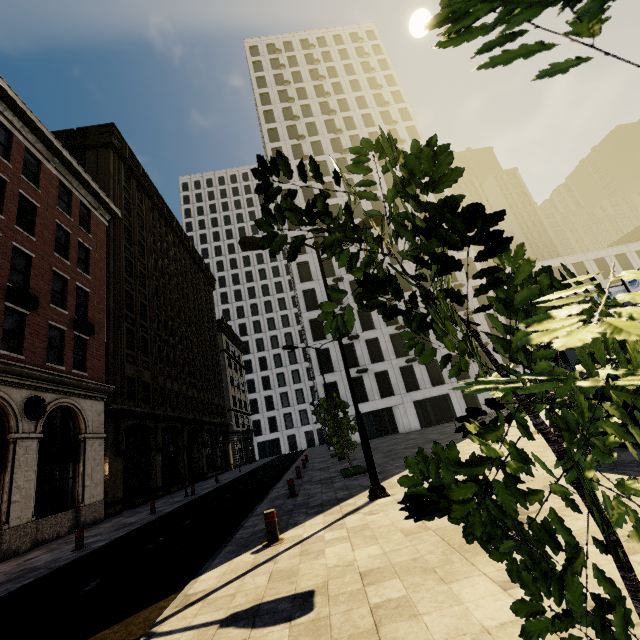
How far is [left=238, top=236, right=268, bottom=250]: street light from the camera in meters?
10.1 m

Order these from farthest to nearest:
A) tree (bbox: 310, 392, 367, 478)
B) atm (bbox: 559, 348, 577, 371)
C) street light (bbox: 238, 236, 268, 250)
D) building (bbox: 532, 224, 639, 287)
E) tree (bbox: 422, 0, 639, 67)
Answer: building (bbox: 532, 224, 639, 287), tree (bbox: 310, 392, 367, 478), street light (bbox: 238, 236, 268, 250), atm (bbox: 559, 348, 577, 371), tree (bbox: 422, 0, 639, 67)

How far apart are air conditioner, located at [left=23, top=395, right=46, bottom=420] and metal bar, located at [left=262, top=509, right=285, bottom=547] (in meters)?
12.66

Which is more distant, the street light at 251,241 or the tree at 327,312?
the street light at 251,241

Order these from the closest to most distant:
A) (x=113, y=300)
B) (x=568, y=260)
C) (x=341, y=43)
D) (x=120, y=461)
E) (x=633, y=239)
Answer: (x=120, y=461)
(x=113, y=300)
(x=568, y=260)
(x=633, y=239)
(x=341, y=43)

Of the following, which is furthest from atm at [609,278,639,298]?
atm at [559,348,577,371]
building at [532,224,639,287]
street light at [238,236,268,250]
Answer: building at [532,224,639,287]

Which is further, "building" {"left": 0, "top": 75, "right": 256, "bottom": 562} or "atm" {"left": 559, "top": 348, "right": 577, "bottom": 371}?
"building" {"left": 0, "top": 75, "right": 256, "bottom": 562}

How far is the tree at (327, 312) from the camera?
1.8m
